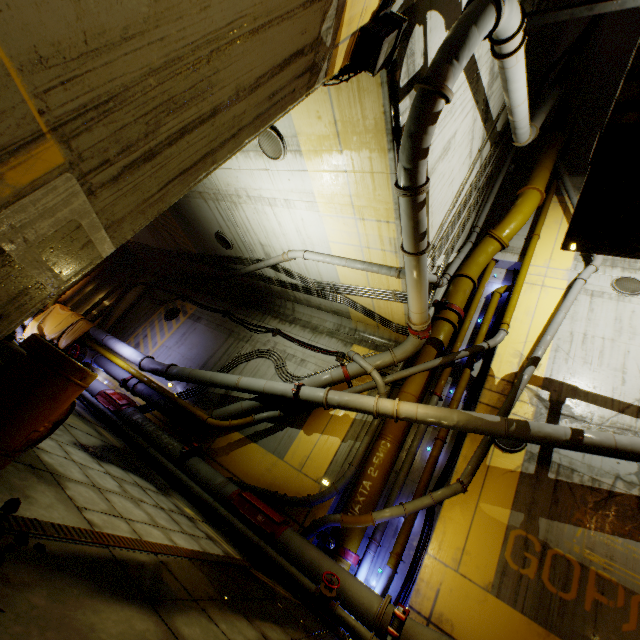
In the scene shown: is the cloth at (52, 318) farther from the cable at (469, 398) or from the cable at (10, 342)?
the cable at (469, 398)

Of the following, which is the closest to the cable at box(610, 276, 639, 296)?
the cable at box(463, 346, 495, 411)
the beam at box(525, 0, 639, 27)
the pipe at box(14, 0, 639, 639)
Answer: the pipe at box(14, 0, 639, 639)

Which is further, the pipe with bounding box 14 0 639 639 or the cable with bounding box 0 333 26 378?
the pipe with bounding box 14 0 639 639

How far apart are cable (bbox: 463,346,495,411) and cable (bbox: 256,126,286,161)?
8.3 meters

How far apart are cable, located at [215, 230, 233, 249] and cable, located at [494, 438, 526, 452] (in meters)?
10.31

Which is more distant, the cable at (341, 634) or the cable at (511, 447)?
the cable at (511, 447)

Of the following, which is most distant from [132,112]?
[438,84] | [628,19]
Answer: [628,19]

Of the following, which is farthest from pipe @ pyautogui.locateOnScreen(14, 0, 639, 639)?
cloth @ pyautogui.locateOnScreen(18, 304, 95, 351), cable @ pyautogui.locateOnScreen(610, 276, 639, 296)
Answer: cable @ pyautogui.locateOnScreen(610, 276, 639, 296)
